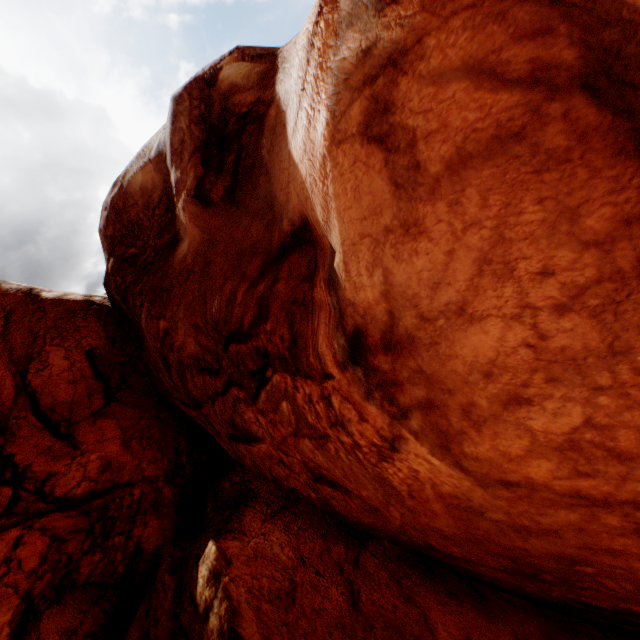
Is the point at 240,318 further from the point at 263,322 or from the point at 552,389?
the point at 552,389
